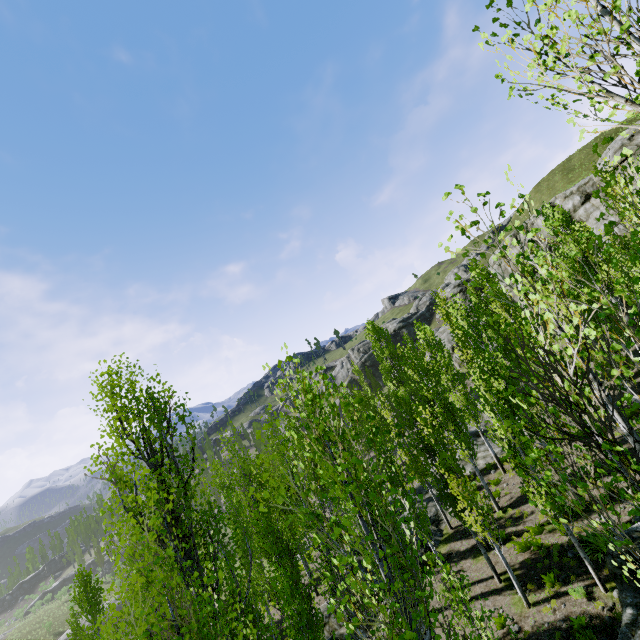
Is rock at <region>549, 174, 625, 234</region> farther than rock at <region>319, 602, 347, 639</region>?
Yes

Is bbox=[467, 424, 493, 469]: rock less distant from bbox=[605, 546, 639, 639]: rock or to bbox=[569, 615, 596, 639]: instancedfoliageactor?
bbox=[569, 615, 596, 639]: instancedfoliageactor

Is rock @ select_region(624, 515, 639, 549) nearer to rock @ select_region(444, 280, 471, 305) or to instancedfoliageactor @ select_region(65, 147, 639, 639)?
instancedfoliageactor @ select_region(65, 147, 639, 639)

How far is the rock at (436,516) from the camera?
19.0m

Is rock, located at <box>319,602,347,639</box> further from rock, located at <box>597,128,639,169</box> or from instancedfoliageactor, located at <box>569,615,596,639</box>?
rock, located at <box>597,128,639,169</box>

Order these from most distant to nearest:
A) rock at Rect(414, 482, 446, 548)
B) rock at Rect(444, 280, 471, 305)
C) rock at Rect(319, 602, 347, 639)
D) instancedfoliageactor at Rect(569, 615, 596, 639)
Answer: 1. rock at Rect(444, 280, 471, 305)
2. rock at Rect(414, 482, 446, 548)
3. rock at Rect(319, 602, 347, 639)
4. instancedfoliageactor at Rect(569, 615, 596, 639)

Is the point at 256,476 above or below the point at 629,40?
below

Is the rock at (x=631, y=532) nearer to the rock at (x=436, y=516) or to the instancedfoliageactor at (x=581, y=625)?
the instancedfoliageactor at (x=581, y=625)
